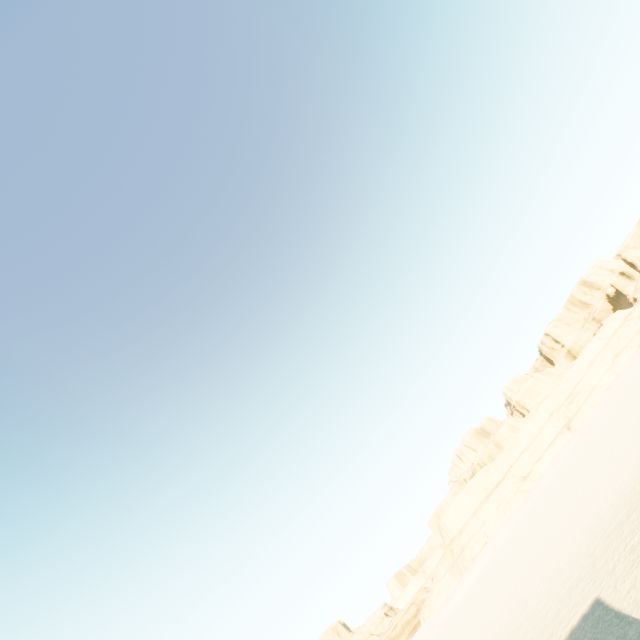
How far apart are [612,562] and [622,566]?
1.2 meters
